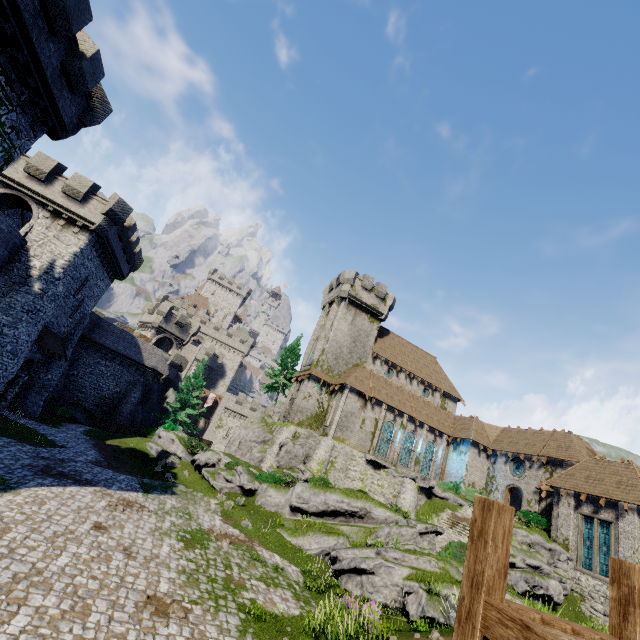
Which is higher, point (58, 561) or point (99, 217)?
point (99, 217)

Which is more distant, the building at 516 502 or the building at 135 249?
the building at 516 502

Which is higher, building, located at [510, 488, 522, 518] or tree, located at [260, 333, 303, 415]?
tree, located at [260, 333, 303, 415]

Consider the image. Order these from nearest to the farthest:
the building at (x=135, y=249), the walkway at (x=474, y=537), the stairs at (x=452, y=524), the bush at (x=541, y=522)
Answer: the walkway at (x=474, y=537), the building at (x=135, y=249), the stairs at (x=452, y=524), the bush at (x=541, y=522)

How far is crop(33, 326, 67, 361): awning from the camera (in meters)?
22.92

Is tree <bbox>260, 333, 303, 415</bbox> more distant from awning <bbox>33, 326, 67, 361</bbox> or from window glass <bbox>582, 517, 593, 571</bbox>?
window glass <bbox>582, 517, 593, 571</bbox>

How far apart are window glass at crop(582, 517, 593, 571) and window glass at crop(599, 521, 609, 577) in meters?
0.2

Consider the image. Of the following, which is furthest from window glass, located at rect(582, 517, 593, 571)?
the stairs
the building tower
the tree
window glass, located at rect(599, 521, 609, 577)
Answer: the building tower
